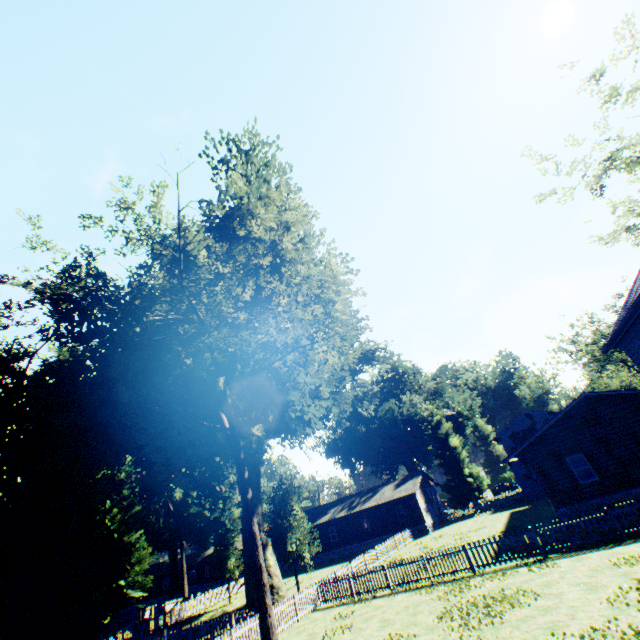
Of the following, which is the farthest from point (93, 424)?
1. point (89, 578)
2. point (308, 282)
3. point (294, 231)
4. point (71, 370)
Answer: point (294, 231)

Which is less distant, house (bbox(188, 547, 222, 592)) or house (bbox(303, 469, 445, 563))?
house (bbox(303, 469, 445, 563))

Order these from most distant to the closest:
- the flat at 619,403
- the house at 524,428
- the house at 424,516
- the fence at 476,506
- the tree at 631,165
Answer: the house at 524,428 < the house at 424,516 < the fence at 476,506 < the flat at 619,403 < the tree at 631,165

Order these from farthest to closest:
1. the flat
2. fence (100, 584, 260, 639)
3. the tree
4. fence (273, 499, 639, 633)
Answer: the flat → the tree → fence (100, 584, 260, 639) → fence (273, 499, 639, 633)

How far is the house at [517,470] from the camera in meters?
39.2

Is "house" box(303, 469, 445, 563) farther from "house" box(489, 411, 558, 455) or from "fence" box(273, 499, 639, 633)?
"house" box(489, 411, 558, 455)

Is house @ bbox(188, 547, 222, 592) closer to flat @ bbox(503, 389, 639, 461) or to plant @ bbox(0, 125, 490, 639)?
plant @ bbox(0, 125, 490, 639)

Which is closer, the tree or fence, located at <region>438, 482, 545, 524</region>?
the tree
